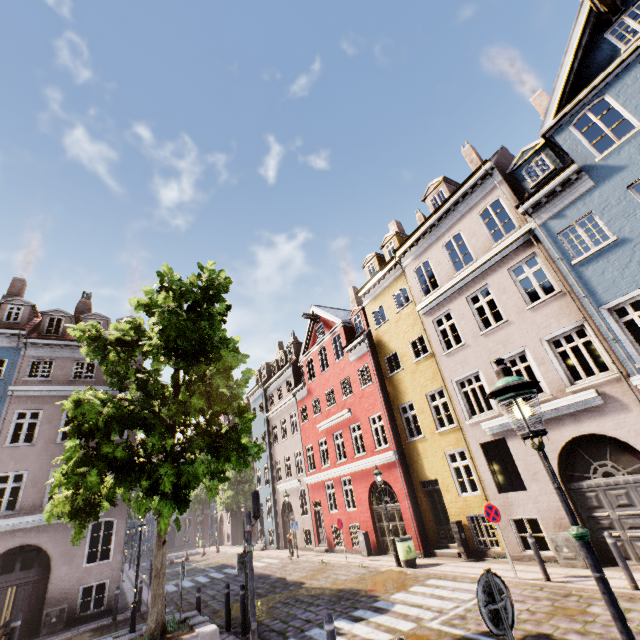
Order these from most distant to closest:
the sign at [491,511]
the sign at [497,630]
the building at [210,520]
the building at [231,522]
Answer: the building at [210,520] → the building at [231,522] → the sign at [491,511] → the sign at [497,630]

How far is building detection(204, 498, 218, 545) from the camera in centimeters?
4180cm

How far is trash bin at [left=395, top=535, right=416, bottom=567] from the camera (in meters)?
12.77

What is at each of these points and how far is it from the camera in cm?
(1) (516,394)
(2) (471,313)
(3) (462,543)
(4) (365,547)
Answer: (1) street light, 326
(2) building, 1362
(3) electrical box, 1262
(4) electrical box, 1656

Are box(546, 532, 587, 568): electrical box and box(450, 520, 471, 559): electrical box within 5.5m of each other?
yes

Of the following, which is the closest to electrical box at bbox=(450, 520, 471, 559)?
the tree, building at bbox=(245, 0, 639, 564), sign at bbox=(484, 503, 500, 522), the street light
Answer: building at bbox=(245, 0, 639, 564)

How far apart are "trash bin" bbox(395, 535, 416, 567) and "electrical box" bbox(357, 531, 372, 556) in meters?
3.9

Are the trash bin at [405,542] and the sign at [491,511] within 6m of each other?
yes
